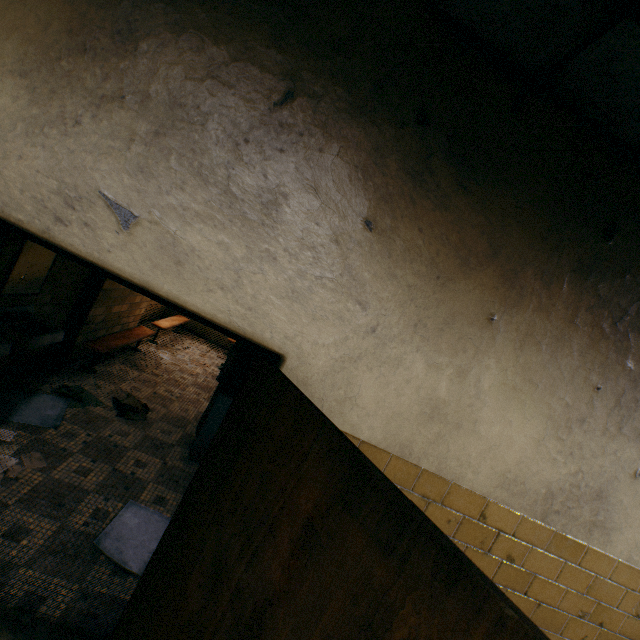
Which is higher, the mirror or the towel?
the mirror

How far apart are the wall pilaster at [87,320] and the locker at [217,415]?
1.9 meters

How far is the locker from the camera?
4.0m

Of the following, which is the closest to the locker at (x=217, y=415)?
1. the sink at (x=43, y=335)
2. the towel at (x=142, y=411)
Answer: the towel at (x=142, y=411)

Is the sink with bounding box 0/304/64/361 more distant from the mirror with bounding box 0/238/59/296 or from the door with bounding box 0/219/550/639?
the door with bounding box 0/219/550/639

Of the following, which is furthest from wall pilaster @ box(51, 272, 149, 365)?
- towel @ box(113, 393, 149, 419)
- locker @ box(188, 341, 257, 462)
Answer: locker @ box(188, 341, 257, 462)

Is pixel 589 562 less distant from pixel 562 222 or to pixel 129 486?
pixel 562 222

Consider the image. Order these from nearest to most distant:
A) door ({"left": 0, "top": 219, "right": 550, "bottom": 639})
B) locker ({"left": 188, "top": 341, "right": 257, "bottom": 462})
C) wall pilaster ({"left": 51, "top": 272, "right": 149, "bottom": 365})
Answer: door ({"left": 0, "top": 219, "right": 550, "bottom": 639}), locker ({"left": 188, "top": 341, "right": 257, "bottom": 462}), wall pilaster ({"left": 51, "top": 272, "right": 149, "bottom": 365})
